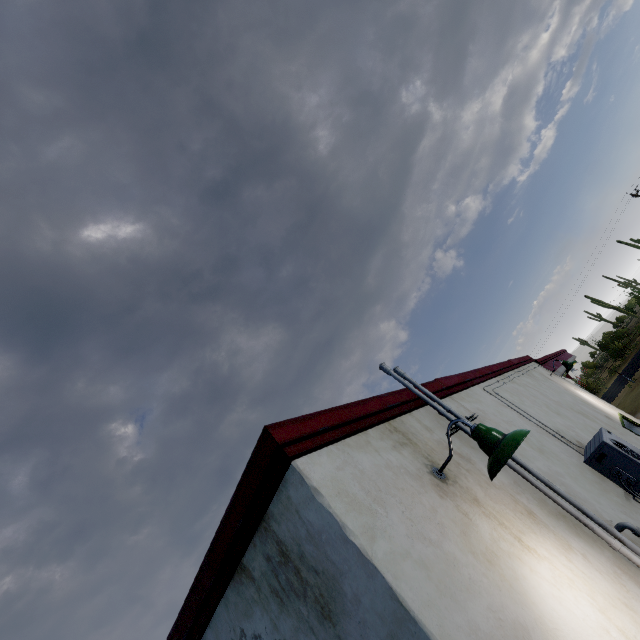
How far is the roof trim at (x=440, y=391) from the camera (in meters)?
4.18

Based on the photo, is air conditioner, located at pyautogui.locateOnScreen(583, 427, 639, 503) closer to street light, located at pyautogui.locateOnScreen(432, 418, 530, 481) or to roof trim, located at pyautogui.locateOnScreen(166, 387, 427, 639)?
roof trim, located at pyautogui.locateOnScreen(166, 387, 427, 639)

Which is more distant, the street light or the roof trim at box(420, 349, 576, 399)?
the roof trim at box(420, 349, 576, 399)

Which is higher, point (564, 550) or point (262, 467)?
point (262, 467)

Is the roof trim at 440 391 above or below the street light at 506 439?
above

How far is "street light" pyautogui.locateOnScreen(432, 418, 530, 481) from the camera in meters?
2.1

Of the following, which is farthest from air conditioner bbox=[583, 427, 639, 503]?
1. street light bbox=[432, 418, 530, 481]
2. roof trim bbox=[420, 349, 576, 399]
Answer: street light bbox=[432, 418, 530, 481]
